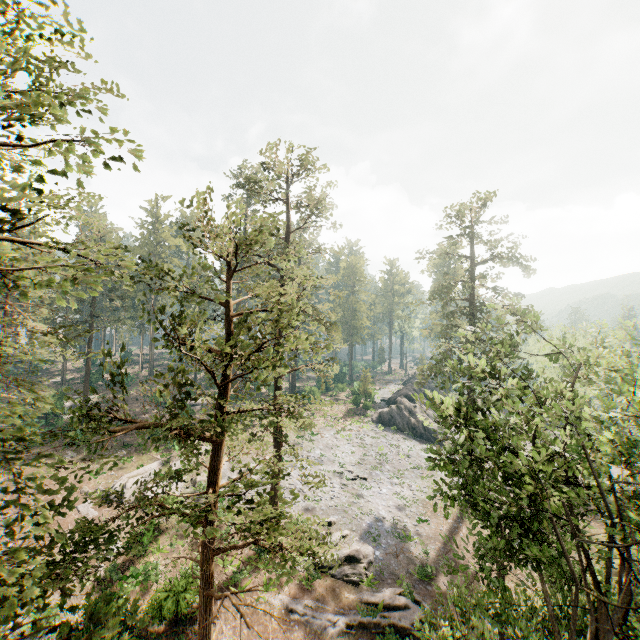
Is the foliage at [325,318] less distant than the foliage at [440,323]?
Yes

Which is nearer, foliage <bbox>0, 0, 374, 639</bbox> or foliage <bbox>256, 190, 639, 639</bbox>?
foliage <bbox>0, 0, 374, 639</bbox>

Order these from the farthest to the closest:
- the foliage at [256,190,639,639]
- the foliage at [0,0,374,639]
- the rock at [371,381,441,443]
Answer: the rock at [371,381,441,443]
the foliage at [256,190,639,639]
the foliage at [0,0,374,639]

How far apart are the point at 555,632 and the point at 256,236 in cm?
1540

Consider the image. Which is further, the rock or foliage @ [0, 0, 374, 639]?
the rock

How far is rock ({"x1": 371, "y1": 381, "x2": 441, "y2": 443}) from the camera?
44.2m

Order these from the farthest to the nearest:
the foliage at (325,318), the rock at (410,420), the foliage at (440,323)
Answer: the rock at (410,420), the foliage at (440,323), the foliage at (325,318)
